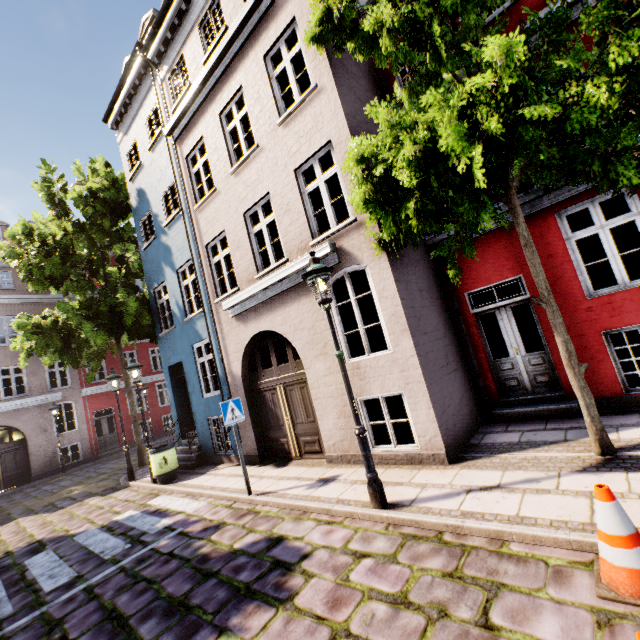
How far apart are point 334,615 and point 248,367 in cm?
669

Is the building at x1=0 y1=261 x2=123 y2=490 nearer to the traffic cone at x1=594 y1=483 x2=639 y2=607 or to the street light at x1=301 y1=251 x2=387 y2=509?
the street light at x1=301 y1=251 x2=387 y2=509

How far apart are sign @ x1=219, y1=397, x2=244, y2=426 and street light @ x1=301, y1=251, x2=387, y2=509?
2.9m

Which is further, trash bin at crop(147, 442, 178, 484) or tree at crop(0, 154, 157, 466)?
tree at crop(0, 154, 157, 466)

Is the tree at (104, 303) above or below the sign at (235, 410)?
above

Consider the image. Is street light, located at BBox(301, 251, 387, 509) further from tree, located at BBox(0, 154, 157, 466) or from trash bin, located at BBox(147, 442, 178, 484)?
tree, located at BBox(0, 154, 157, 466)

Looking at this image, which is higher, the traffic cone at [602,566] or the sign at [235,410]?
the sign at [235,410]

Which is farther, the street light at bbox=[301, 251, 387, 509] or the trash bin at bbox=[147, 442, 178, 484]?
the trash bin at bbox=[147, 442, 178, 484]
